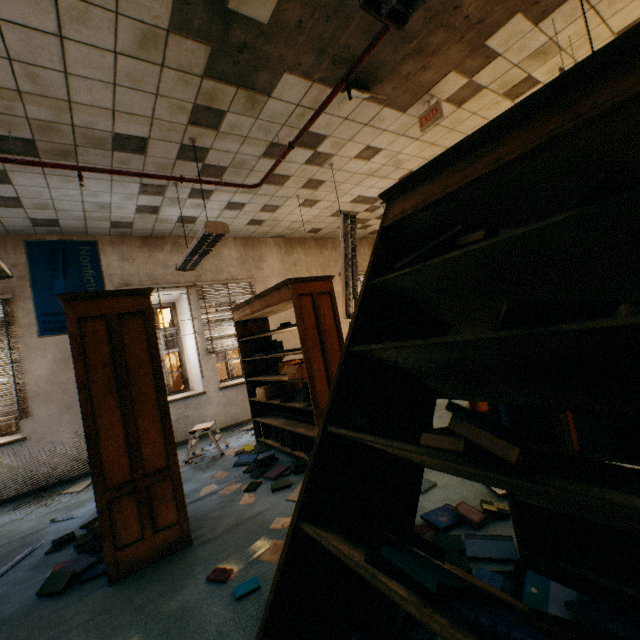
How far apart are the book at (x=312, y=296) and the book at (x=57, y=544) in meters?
0.7

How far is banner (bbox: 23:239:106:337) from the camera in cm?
512

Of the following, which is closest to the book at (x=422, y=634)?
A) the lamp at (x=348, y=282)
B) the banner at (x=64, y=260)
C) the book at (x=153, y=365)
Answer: the book at (x=153, y=365)

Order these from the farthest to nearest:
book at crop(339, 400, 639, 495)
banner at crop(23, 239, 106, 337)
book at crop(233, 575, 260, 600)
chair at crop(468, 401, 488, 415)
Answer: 1. banner at crop(23, 239, 106, 337)
2. chair at crop(468, 401, 488, 415)
3. book at crop(233, 575, 260, 600)
4. book at crop(339, 400, 639, 495)

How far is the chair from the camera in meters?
4.4 m

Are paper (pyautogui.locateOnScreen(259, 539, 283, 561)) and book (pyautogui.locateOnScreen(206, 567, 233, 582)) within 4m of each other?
yes

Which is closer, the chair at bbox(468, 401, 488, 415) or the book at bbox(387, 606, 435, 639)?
the book at bbox(387, 606, 435, 639)

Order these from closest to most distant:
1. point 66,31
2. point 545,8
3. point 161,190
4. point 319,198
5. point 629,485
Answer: point 629,485
point 66,31
point 545,8
point 161,190
point 319,198
